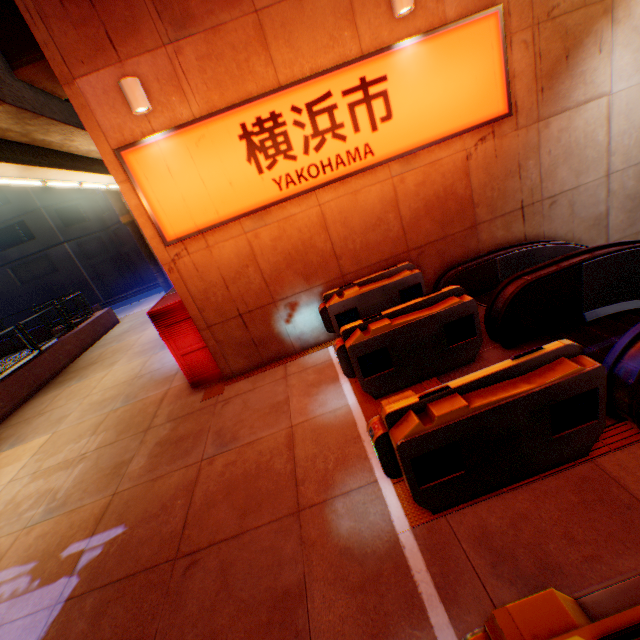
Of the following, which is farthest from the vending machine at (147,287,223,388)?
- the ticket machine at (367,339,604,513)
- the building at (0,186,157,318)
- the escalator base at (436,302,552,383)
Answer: the building at (0,186,157,318)

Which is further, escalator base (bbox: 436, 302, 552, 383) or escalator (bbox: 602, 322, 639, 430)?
escalator base (bbox: 436, 302, 552, 383)

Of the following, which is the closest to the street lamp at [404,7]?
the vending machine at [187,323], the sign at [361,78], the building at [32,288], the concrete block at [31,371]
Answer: the sign at [361,78]

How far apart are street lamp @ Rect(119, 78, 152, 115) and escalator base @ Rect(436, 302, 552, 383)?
5.7m

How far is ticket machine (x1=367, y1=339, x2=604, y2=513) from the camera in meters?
2.8 m

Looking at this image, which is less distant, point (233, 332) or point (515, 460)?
point (515, 460)

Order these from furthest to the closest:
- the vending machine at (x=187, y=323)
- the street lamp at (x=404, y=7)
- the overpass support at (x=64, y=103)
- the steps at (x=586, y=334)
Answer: the overpass support at (x=64, y=103) < the vending machine at (x=187, y=323) < the street lamp at (x=404, y=7) < the steps at (x=586, y=334)

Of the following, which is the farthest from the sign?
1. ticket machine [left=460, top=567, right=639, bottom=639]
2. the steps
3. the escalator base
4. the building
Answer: the building
